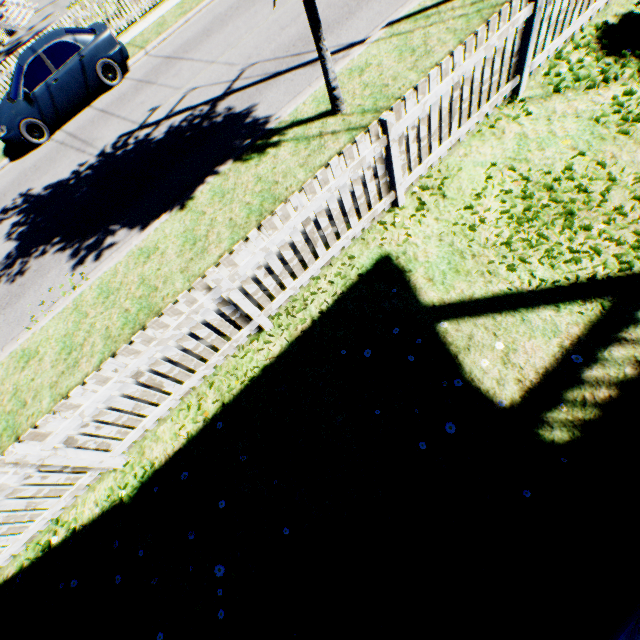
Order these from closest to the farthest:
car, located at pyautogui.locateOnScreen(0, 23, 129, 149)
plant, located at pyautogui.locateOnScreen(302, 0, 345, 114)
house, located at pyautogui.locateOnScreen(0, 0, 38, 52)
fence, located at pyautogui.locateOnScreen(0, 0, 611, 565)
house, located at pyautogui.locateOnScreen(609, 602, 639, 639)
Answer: house, located at pyautogui.locateOnScreen(609, 602, 639, 639) < fence, located at pyautogui.locateOnScreen(0, 0, 611, 565) < plant, located at pyautogui.locateOnScreen(302, 0, 345, 114) < car, located at pyautogui.locateOnScreen(0, 23, 129, 149) < house, located at pyautogui.locateOnScreen(0, 0, 38, 52)

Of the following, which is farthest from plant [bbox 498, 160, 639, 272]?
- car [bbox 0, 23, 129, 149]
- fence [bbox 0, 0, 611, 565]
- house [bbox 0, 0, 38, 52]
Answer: house [bbox 0, 0, 38, 52]

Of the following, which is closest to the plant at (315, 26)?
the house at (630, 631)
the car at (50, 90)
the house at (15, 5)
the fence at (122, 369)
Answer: the fence at (122, 369)

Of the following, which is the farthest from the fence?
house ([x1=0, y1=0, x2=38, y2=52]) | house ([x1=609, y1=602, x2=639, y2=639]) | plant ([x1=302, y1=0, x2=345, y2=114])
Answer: house ([x1=0, y1=0, x2=38, y2=52])

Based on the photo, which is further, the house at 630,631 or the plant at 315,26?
the plant at 315,26

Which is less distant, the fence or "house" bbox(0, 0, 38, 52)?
the fence

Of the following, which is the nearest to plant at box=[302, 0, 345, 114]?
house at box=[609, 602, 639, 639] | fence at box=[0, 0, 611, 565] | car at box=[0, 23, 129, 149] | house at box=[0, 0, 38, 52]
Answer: fence at box=[0, 0, 611, 565]

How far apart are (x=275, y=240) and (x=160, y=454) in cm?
299
